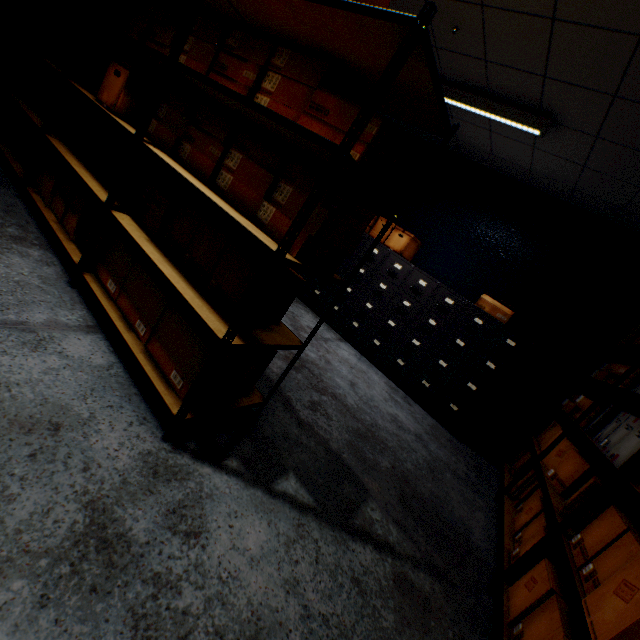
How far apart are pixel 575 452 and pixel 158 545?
2.7 meters

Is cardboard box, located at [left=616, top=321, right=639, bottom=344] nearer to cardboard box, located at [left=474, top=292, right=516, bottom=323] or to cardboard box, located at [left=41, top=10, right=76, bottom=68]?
cardboard box, located at [left=474, top=292, right=516, bottom=323]

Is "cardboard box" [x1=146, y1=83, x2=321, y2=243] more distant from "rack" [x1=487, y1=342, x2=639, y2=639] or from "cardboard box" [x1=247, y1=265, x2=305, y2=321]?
"rack" [x1=487, y1=342, x2=639, y2=639]

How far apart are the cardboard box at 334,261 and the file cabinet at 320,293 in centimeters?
255cm

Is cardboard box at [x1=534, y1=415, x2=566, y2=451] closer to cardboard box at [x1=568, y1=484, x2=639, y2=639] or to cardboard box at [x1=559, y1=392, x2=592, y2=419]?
cardboard box at [x1=559, y1=392, x2=592, y2=419]

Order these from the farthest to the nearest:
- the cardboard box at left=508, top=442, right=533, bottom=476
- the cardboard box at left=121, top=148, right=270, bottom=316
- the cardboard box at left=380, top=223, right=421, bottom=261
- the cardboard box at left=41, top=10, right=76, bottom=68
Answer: the cardboard box at left=380, top=223, right=421, bottom=261 → the cardboard box at left=508, top=442, right=533, bottom=476 → the cardboard box at left=41, top=10, right=76, bottom=68 → the cardboard box at left=121, top=148, right=270, bottom=316

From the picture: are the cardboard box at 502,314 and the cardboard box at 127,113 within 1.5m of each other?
no

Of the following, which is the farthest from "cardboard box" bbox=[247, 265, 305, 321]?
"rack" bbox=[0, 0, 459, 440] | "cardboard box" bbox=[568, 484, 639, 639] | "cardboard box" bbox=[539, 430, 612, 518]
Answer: "cardboard box" bbox=[539, 430, 612, 518]
